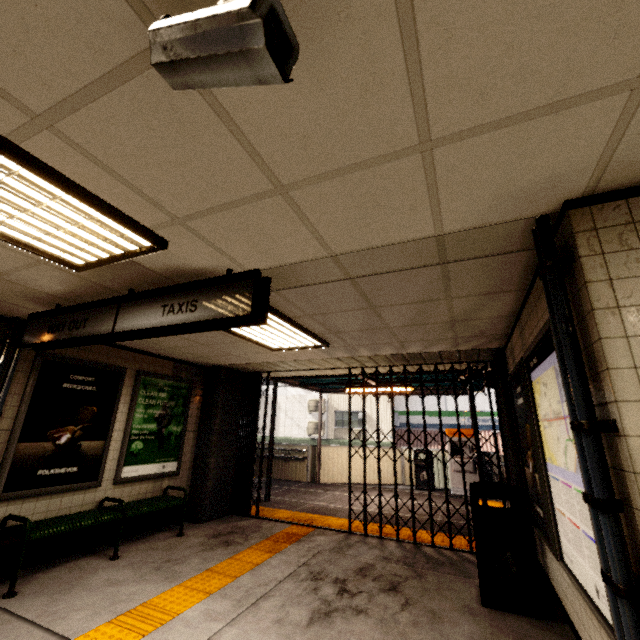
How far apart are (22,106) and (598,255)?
2.7 meters

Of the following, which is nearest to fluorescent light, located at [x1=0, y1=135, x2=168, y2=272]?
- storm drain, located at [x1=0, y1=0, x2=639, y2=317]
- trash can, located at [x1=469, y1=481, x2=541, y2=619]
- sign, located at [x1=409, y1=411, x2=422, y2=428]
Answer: storm drain, located at [x1=0, y1=0, x2=639, y2=317]

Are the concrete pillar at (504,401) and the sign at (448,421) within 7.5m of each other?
no

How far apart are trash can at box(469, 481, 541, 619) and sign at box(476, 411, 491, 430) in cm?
1536

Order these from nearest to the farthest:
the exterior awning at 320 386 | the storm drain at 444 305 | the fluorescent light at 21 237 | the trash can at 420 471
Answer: the fluorescent light at 21 237
the storm drain at 444 305
the exterior awning at 320 386
the trash can at 420 471

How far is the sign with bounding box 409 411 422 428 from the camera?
18.9m

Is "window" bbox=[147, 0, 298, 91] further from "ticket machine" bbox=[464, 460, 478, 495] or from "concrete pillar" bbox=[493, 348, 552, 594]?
"ticket machine" bbox=[464, 460, 478, 495]

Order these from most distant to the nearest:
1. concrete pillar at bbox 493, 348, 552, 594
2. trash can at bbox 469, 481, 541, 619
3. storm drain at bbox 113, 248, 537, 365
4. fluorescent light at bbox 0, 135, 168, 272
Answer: concrete pillar at bbox 493, 348, 552, 594
trash can at bbox 469, 481, 541, 619
storm drain at bbox 113, 248, 537, 365
fluorescent light at bbox 0, 135, 168, 272
